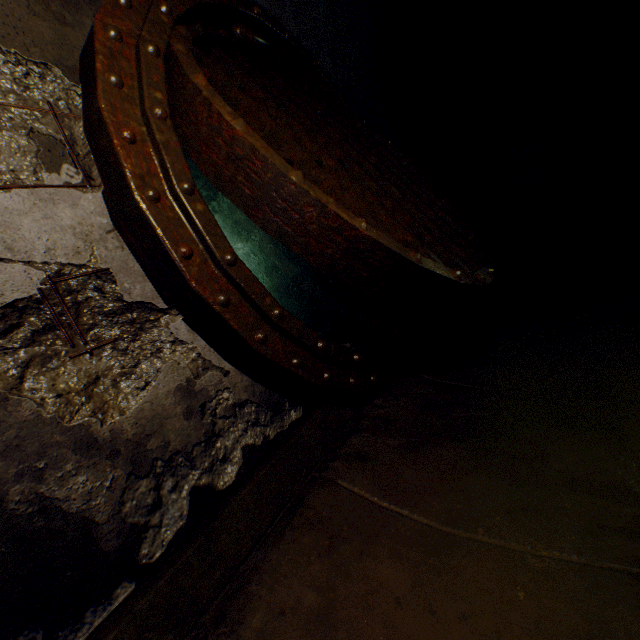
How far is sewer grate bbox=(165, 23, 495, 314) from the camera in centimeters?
133cm

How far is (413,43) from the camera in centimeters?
493cm

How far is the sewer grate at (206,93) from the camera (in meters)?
1.33
